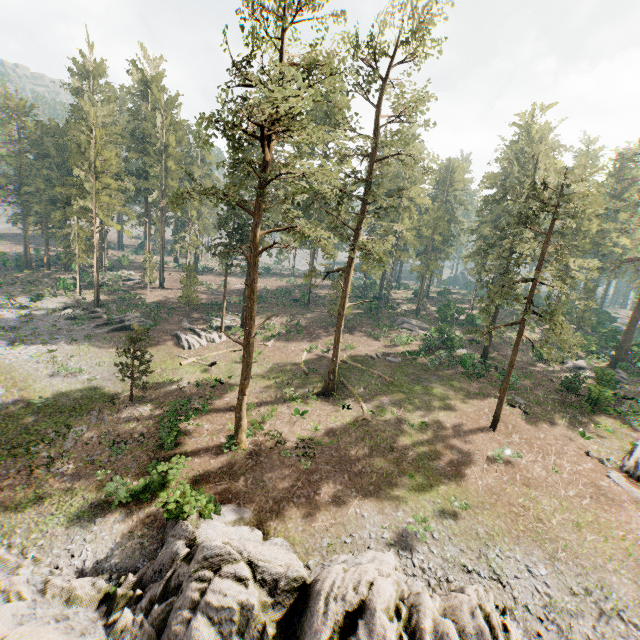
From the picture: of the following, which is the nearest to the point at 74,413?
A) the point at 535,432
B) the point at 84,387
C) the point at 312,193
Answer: the point at 84,387

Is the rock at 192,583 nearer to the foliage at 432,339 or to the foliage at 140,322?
the foliage at 432,339

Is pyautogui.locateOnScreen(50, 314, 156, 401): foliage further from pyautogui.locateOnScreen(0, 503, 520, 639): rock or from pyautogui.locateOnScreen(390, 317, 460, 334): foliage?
pyautogui.locateOnScreen(0, 503, 520, 639): rock

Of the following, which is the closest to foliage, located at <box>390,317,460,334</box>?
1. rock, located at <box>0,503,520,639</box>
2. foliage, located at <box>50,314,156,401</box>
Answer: foliage, located at <box>50,314,156,401</box>

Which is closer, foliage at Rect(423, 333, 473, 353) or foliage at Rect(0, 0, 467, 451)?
foliage at Rect(0, 0, 467, 451)

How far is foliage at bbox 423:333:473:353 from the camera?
38.7m

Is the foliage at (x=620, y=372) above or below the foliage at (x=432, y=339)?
below
